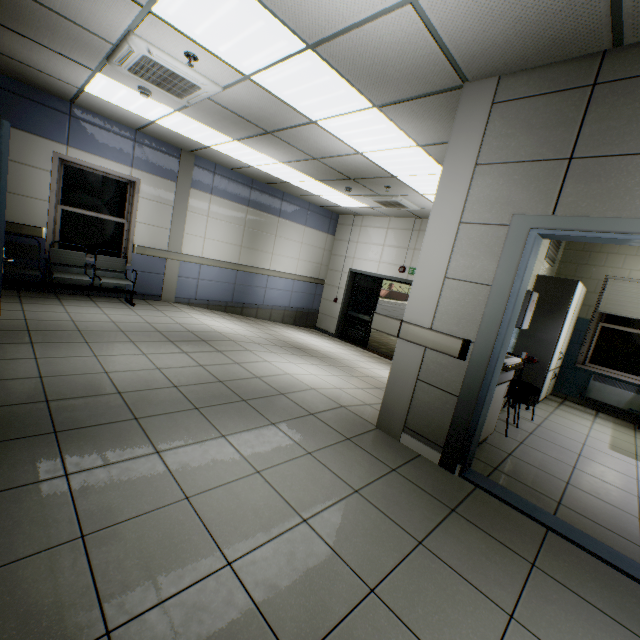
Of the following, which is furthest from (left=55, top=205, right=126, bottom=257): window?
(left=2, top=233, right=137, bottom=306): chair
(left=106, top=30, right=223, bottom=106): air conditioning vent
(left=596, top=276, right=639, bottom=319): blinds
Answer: (left=596, top=276, right=639, bottom=319): blinds

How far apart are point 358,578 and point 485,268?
2.3 meters

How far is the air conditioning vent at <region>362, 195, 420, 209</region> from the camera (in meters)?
6.85

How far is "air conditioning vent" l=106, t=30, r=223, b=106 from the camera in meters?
3.3 m

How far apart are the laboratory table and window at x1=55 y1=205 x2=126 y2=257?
8.17m

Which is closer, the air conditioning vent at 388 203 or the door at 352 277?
the air conditioning vent at 388 203

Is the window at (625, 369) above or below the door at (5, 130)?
below

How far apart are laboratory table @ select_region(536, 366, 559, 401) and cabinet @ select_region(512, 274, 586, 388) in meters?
0.0 m
